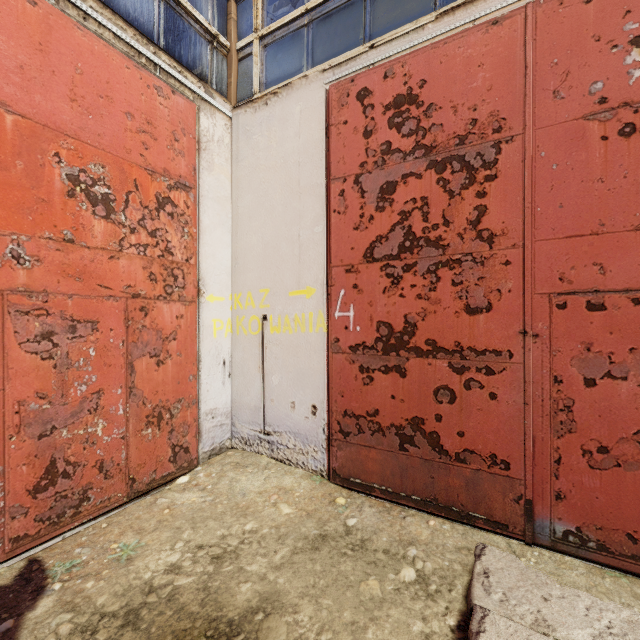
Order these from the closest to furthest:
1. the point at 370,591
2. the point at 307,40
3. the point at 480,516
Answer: the point at 370,591
the point at 480,516
the point at 307,40
